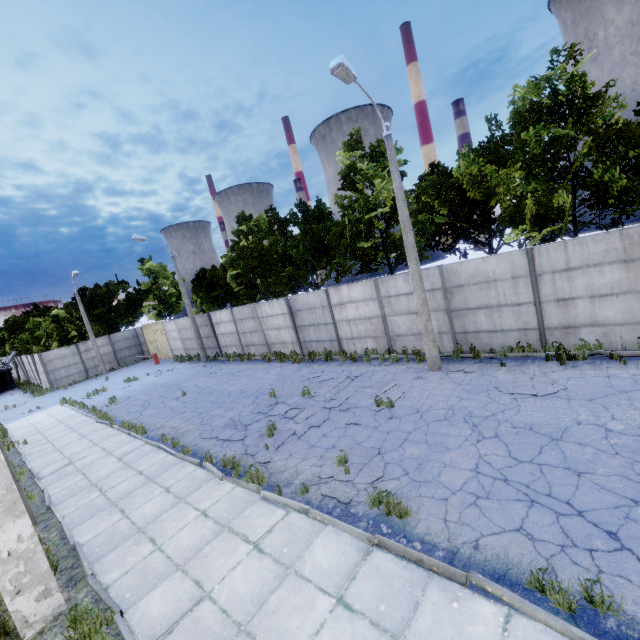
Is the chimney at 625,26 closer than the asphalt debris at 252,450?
No

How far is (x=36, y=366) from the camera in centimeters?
3381cm

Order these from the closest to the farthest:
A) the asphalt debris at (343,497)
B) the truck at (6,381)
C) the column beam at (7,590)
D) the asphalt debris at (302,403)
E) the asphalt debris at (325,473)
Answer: the column beam at (7,590) < the asphalt debris at (343,497) < the asphalt debris at (325,473) < the asphalt debris at (302,403) < the truck at (6,381)

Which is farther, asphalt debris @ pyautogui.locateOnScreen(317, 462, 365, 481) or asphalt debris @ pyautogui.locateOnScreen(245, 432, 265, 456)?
asphalt debris @ pyautogui.locateOnScreen(245, 432, 265, 456)

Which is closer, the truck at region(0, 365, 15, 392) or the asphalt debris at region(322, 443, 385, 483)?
the asphalt debris at region(322, 443, 385, 483)

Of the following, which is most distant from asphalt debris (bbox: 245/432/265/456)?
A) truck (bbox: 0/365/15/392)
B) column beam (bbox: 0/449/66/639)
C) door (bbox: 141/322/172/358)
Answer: truck (bbox: 0/365/15/392)

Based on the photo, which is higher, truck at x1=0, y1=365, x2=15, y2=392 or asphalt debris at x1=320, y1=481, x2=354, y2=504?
truck at x1=0, y1=365, x2=15, y2=392

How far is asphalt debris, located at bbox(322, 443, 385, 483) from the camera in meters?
7.0
